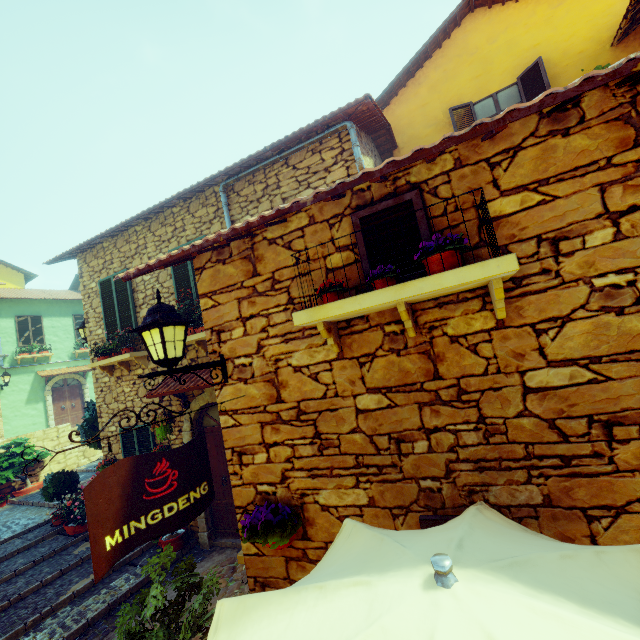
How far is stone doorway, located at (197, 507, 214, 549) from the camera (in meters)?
6.70

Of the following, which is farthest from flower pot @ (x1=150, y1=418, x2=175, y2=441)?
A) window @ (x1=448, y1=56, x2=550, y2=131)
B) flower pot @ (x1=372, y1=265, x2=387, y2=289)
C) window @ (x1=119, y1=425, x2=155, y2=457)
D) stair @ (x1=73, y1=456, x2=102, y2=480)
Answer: window @ (x1=448, y1=56, x2=550, y2=131)

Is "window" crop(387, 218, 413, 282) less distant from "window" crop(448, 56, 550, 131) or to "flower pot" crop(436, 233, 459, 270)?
"flower pot" crop(436, 233, 459, 270)

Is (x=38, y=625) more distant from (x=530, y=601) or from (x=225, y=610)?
(x=530, y=601)

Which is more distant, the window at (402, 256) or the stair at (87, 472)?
the stair at (87, 472)

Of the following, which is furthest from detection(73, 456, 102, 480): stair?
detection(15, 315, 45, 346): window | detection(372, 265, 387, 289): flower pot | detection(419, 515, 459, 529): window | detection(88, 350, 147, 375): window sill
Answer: detection(15, 315, 45, 346): window

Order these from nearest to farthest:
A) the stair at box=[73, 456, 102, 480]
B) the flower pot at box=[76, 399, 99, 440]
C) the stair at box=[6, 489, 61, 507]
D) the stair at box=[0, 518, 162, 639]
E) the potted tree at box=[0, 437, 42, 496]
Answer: the stair at box=[0, 518, 162, 639] < the flower pot at box=[76, 399, 99, 440] < the stair at box=[6, 489, 61, 507] < the potted tree at box=[0, 437, 42, 496] < the stair at box=[73, 456, 102, 480]

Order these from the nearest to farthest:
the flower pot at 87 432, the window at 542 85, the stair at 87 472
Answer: the window at 542 85 < the flower pot at 87 432 < the stair at 87 472
